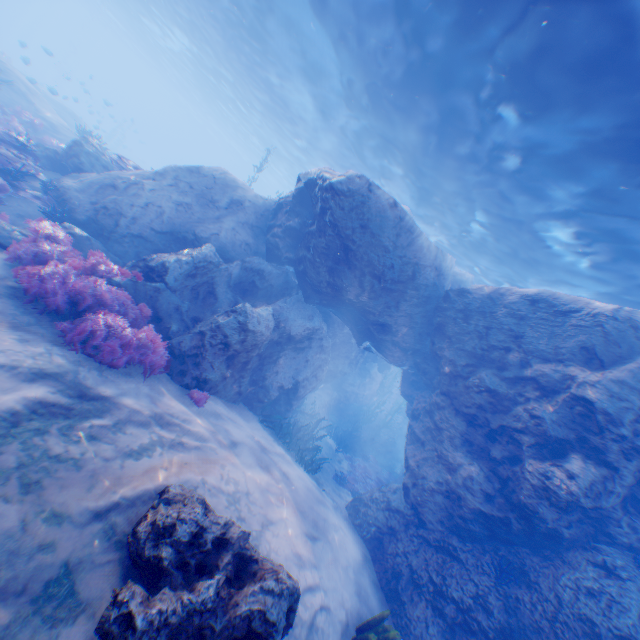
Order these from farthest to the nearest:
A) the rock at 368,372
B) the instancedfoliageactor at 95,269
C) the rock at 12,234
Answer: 1. the rock at 12,234
2. the rock at 368,372
3. the instancedfoliageactor at 95,269

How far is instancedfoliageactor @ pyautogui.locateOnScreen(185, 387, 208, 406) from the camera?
6.9m

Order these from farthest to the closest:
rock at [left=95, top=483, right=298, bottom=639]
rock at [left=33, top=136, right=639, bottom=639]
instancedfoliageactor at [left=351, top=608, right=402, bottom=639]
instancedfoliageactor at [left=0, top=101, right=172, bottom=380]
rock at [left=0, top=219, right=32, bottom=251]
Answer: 1. rock at [left=0, top=219, right=32, bottom=251]
2. rock at [left=33, top=136, right=639, bottom=639]
3. instancedfoliageactor at [left=0, top=101, right=172, bottom=380]
4. instancedfoliageactor at [left=351, top=608, right=402, bottom=639]
5. rock at [left=95, top=483, right=298, bottom=639]

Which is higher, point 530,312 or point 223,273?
point 530,312

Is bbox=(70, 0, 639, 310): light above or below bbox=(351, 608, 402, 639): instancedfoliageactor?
above

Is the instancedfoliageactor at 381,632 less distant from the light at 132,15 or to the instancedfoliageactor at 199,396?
the instancedfoliageactor at 199,396

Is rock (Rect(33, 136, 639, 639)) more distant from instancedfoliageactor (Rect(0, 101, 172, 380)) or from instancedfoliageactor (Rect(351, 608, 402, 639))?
instancedfoliageactor (Rect(351, 608, 402, 639))
